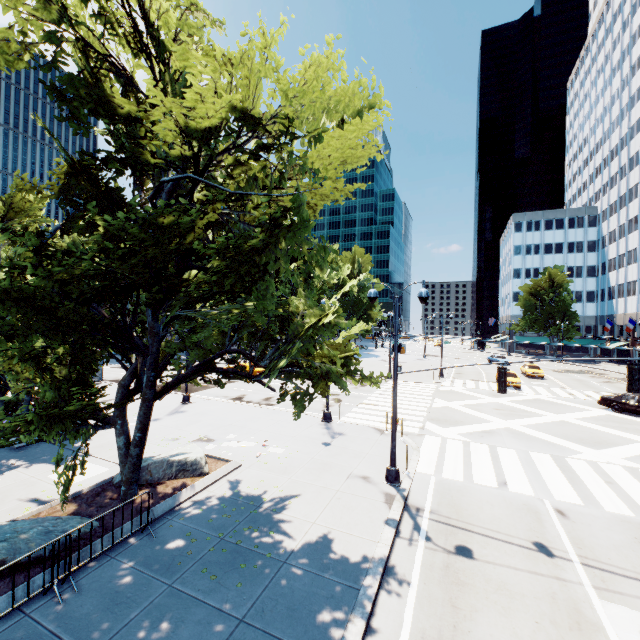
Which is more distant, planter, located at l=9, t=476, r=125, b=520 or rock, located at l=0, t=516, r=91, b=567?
planter, located at l=9, t=476, r=125, b=520

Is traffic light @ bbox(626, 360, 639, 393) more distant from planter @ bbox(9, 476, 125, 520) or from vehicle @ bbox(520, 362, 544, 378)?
vehicle @ bbox(520, 362, 544, 378)

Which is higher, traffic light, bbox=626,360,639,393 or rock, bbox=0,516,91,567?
traffic light, bbox=626,360,639,393

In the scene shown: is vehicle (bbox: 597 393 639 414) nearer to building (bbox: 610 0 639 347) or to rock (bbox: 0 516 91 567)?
building (bbox: 610 0 639 347)

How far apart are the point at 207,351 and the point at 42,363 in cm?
447

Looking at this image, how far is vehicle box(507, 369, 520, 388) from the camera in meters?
30.9 m

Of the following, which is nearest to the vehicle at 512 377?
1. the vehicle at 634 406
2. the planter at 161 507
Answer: the vehicle at 634 406

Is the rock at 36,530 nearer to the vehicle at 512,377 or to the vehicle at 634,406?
the vehicle at 634,406
